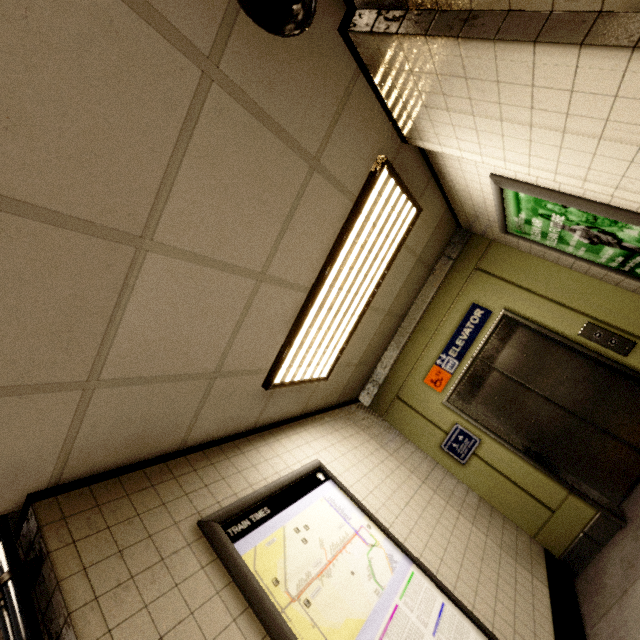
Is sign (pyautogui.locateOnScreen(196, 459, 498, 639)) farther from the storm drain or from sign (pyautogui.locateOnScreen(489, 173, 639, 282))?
sign (pyautogui.locateOnScreen(489, 173, 639, 282))

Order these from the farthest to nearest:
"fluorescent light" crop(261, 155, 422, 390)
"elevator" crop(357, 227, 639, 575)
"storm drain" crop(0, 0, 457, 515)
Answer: "elevator" crop(357, 227, 639, 575)
"fluorescent light" crop(261, 155, 422, 390)
"storm drain" crop(0, 0, 457, 515)

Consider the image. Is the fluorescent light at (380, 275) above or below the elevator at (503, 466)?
above

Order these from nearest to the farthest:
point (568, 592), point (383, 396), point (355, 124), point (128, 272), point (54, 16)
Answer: point (54, 16), point (128, 272), point (355, 124), point (568, 592), point (383, 396)

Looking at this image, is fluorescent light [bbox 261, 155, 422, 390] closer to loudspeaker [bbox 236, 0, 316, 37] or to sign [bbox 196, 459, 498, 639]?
sign [bbox 196, 459, 498, 639]

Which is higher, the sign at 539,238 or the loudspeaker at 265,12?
the loudspeaker at 265,12

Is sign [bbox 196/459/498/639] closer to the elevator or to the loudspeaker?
the elevator

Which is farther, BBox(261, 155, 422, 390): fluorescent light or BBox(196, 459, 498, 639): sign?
BBox(261, 155, 422, 390): fluorescent light
